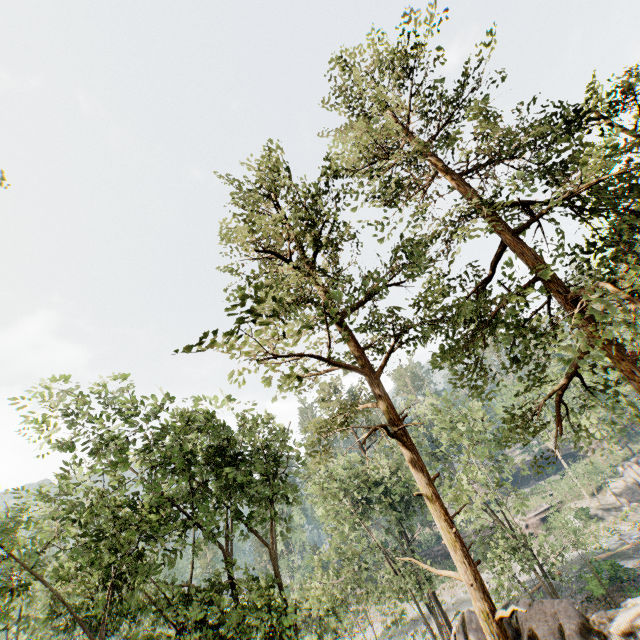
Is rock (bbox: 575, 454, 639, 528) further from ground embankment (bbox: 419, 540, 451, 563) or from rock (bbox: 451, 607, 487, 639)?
rock (bbox: 451, 607, 487, 639)

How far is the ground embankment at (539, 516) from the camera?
45.1m

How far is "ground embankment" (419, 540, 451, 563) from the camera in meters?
49.9

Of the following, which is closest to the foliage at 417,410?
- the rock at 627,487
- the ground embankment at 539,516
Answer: the ground embankment at 539,516

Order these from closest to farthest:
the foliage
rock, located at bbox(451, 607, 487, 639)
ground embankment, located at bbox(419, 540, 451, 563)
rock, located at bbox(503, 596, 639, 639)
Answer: the foliage → rock, located at bbox(503, 596, 639, 639) → rock, located at bbox(451, 607, 487, 639) → ground embankment, located at bbox(419, 540, 451, 563)

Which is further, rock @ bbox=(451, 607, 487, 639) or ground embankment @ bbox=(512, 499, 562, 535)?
ground embankment @ bbox=(512, 499, 562, 535)

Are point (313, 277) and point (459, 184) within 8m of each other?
yes
